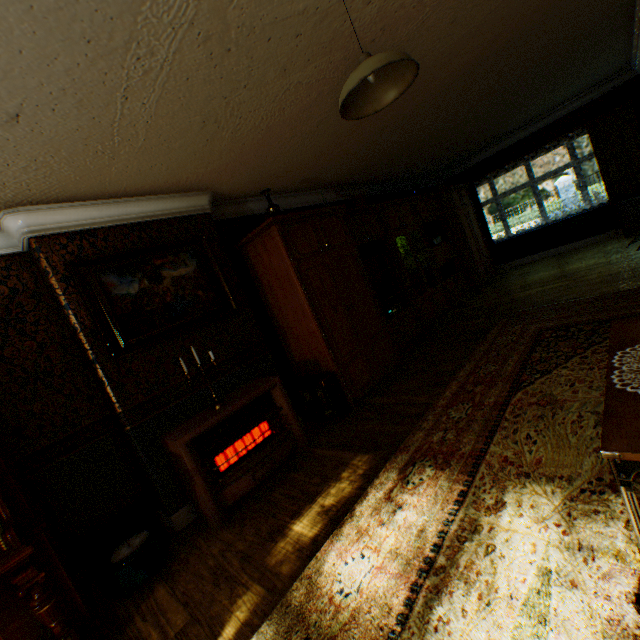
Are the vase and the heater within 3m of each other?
yes

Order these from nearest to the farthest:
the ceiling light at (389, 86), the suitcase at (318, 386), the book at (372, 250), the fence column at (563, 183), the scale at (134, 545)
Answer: the ceiling light at (389, 86) < the scale at (134, 545) < the suitcase at (318, 386) < the book at (372, 250) < the fence column at (563, 183)

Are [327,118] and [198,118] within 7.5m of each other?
yes

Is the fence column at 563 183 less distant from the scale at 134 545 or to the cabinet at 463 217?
the cabinet at 463 217

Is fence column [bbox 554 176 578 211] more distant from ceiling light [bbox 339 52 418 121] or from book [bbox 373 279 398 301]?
ceiling light [bbox 339 52 418 121]

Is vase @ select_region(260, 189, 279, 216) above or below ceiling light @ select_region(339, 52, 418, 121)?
above

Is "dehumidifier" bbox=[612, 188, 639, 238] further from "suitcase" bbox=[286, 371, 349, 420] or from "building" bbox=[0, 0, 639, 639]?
"suitcase" bbox=[286, 371, 349, 420]

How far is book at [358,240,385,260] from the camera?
5.5 meters
